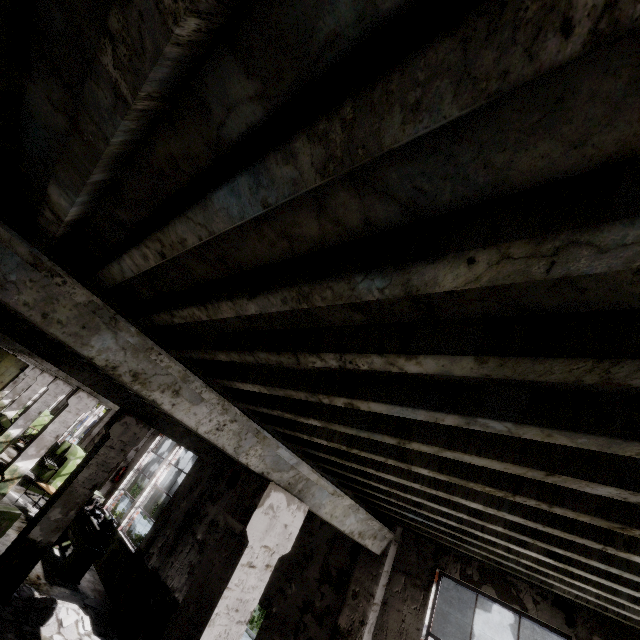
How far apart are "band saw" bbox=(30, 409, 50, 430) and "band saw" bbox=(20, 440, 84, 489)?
10.6 meters

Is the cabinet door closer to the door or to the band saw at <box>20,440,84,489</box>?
the band saw at <box>20,440,84,489</box>

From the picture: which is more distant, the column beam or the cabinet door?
the cabinet door

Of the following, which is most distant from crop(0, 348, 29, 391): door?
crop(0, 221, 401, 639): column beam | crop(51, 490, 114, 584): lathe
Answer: crop(0, 221, 401, 639): column beam

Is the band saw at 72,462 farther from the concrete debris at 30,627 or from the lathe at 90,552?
the concrete debris at 30,627

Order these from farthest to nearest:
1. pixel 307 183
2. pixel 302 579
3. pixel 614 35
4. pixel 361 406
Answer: pixel 302 579, pixel 361 406, pixel 307 183, pixel 614 35

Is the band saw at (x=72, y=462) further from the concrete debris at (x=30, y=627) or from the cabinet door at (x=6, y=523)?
the concrete debris at (x=30, y=627)

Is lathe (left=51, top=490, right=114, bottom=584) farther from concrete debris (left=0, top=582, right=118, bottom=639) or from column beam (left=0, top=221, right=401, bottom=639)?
column beam (left=0, top=221, right=401, bottom=639)
